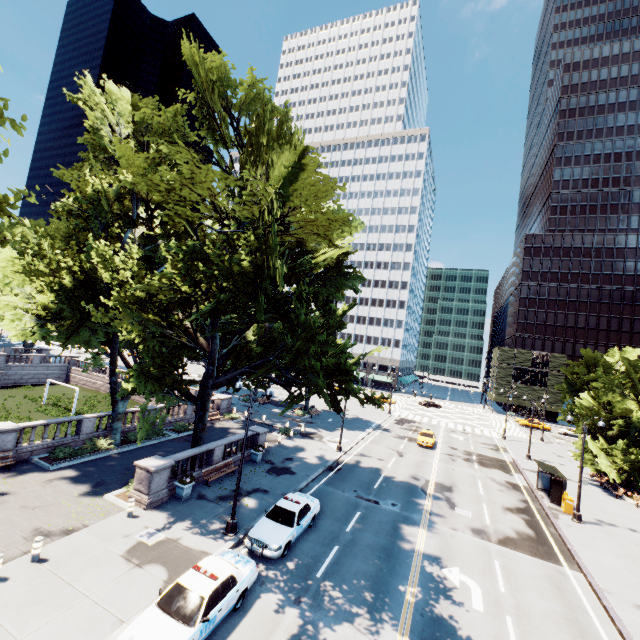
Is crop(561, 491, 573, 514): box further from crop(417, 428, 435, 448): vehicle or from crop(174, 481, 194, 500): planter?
crop(174, 481, 194, 500): planter

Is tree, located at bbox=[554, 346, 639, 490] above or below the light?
above

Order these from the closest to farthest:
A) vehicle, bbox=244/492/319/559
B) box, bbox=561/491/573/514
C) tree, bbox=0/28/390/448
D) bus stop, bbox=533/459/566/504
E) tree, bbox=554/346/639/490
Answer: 1. tree, bbox=0/28/390/448
2. vehicle, bbox=244/492/319/559
3. box, bbox=561/491/573/514
4. bus stop, bbox=533/459/566/504
5. tree, bbox=554/346/639/490

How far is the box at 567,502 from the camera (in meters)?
23.89

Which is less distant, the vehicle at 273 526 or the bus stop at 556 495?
the vehicle at 273 526

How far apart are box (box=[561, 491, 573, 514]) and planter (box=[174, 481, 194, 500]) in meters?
26.5

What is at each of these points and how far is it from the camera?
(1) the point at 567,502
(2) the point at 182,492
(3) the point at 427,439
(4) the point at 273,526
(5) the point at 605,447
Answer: (1) box, 24.0 meters
(2) planter, 18.0 meters
(3) vehicle, 37.1 meters
(4) vehicle, 15.4 meters
(5) tree, 31.6 meters

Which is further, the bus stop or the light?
the bus stop
